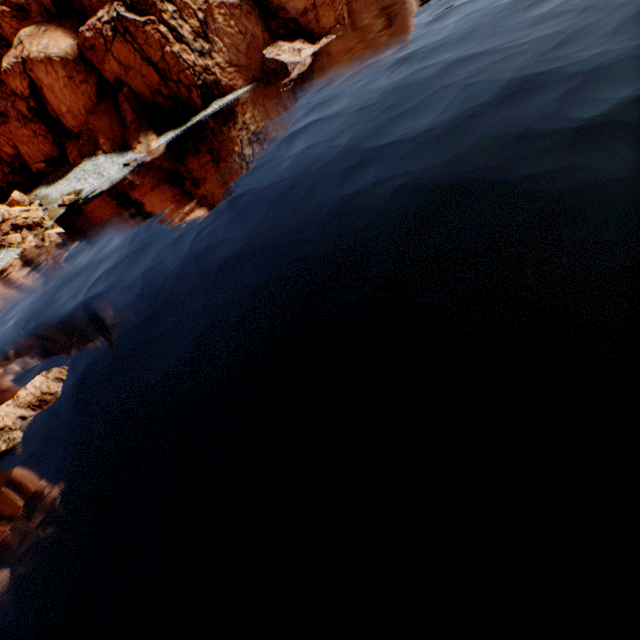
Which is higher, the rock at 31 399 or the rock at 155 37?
the rock at 155 37

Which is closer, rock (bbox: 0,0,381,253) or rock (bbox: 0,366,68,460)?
rock (bbox: 0,366,68,460)

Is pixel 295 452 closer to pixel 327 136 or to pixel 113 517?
pixel 113 517

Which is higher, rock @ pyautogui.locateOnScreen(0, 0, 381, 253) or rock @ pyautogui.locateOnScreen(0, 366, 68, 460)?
rock @ pyautogui.locateOnScreen(0, 0, 381, 253)

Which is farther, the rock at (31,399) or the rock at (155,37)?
the rock at (155,37)
